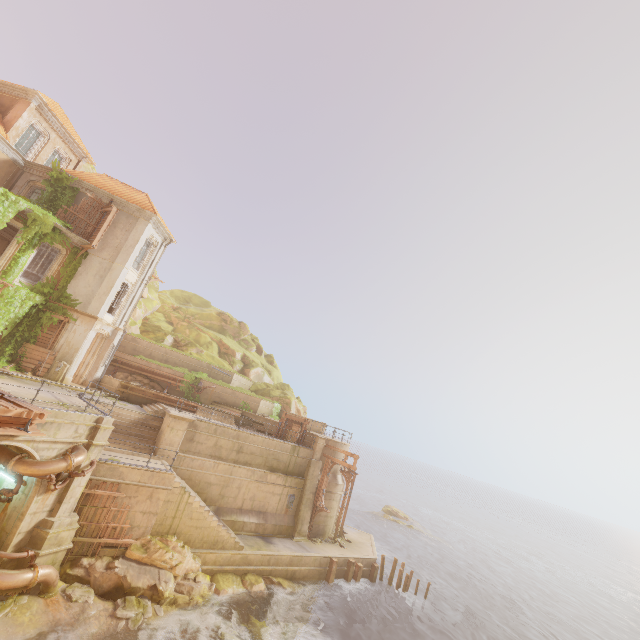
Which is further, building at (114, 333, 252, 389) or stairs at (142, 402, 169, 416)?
building at (114, 333, 252, 389)

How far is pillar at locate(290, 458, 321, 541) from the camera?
22.7 meters

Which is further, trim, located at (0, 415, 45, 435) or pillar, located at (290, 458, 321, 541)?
pillar, located at (290, 458, 321, 541)

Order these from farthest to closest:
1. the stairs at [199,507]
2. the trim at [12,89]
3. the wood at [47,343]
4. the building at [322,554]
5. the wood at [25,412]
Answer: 1. the trim at [12,89]
2. the wood at [47,343]
3. the building at [322,554]
4. the stairs at [199,507]
5. the wood at [25,412]

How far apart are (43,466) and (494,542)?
73.9m

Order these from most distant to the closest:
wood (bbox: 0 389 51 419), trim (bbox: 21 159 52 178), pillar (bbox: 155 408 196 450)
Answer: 1. trim (bbox: 21 159 52 178)
2. pillar (bbox: 155 408 196 450)
3. wood (bbox: 0 389 51 419)

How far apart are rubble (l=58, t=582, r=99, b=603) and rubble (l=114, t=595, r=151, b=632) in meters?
0.6 m

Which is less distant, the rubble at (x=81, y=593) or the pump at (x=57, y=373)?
the rubble at (x=81, y=593)
